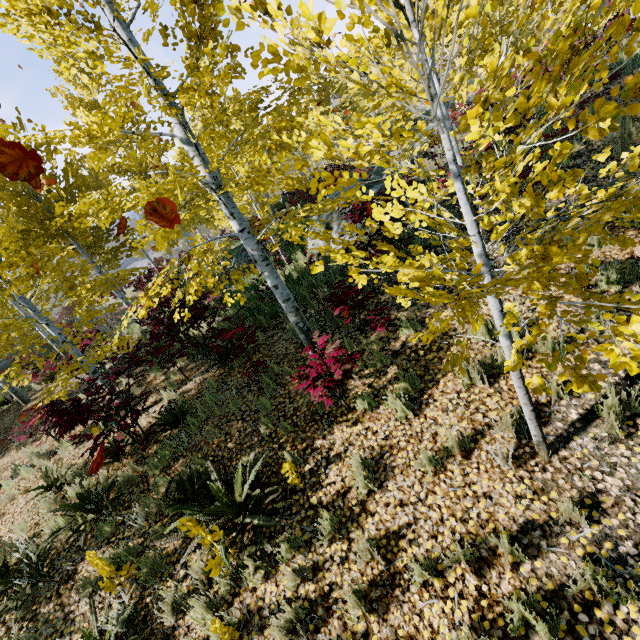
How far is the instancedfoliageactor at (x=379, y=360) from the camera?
5.24m

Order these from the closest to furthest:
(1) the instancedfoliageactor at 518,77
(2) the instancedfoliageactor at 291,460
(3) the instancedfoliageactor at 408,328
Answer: (1) the instancedfoliageactor at 518,77 < (3) the instancedfoliageactor at 408,328 < (2) the instancedfoliageactor at 291,460

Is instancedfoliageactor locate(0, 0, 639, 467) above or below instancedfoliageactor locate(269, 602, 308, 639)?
above

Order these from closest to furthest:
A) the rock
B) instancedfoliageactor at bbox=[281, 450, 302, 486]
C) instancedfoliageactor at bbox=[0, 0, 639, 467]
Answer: instancedfoliageactor at bbox=[0, 0, 639, 467], instancedfoliageactor at bbox=[281, 450, 302, 486], the rock

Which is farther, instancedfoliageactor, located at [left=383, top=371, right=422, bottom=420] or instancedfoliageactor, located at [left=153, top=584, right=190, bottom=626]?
instancedfoliageactor, located at [left=383, top=371, right=422, bottom=420]

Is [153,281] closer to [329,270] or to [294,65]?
[294,65]
